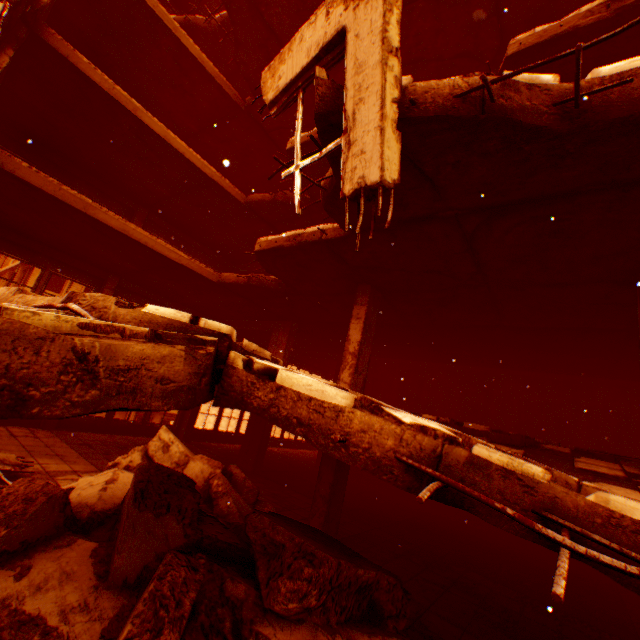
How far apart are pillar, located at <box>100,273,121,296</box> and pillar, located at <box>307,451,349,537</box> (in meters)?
9.58

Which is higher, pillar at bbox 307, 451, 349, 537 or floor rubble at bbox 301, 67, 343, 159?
floor rubble at bbox 301, 67, 343, 159

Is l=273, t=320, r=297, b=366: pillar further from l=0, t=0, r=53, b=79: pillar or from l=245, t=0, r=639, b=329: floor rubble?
l=0, t=0, r=53, b=79: pillar

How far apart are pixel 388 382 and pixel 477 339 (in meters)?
5.84

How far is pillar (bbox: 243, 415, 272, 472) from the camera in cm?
1136

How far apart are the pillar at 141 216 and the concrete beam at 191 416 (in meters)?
5.70

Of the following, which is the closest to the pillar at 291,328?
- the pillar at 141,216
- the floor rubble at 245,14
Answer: the floor rubble at 245,14

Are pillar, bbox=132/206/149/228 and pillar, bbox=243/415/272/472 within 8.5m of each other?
yes
